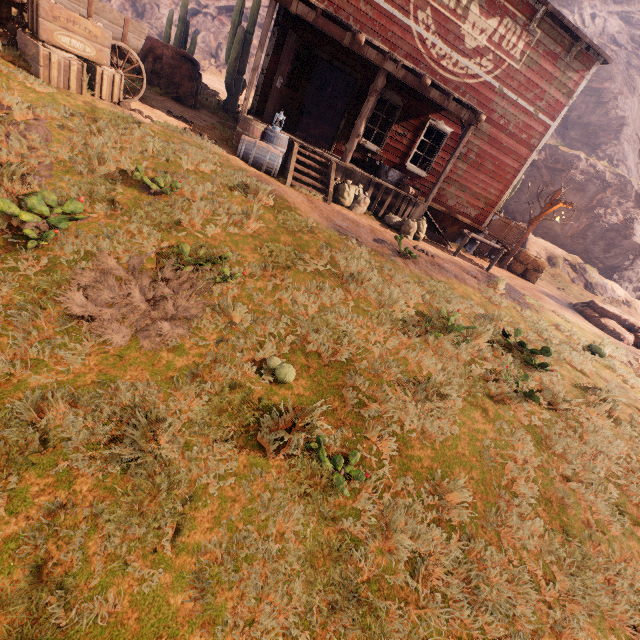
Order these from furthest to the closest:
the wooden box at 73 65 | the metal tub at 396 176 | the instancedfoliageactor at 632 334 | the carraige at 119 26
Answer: the instancedfoliageactor at 632 334 < the metal tub at 396 176 < the carraige at 119 26 < the wooden box at 73 65

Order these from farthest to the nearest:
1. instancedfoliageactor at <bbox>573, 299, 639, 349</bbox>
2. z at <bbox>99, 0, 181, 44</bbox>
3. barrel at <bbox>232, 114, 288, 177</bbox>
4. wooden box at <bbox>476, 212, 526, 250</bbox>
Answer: z at <bbox>99, 0, 181, 44</bbox>
wooden box at <bbox>476, 212, 526, 250</bbox>
instancedfoliageactor at <bbox>573, 299, 639, 349</bbox>
barrel at <bbox>232, 114, 288, 177</bbox>

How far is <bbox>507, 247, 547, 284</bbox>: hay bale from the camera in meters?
13.7

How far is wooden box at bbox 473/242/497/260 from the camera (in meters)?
13.96

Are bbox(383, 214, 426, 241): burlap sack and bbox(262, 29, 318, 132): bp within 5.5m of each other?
yes

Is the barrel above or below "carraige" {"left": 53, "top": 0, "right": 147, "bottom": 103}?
below

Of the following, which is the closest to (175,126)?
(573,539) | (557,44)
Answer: (573,539)

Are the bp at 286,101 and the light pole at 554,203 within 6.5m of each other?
no
